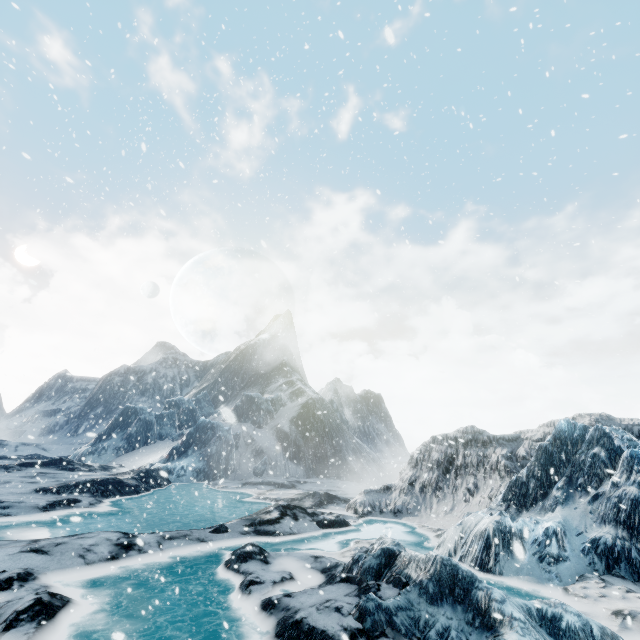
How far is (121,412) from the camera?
42.9m
